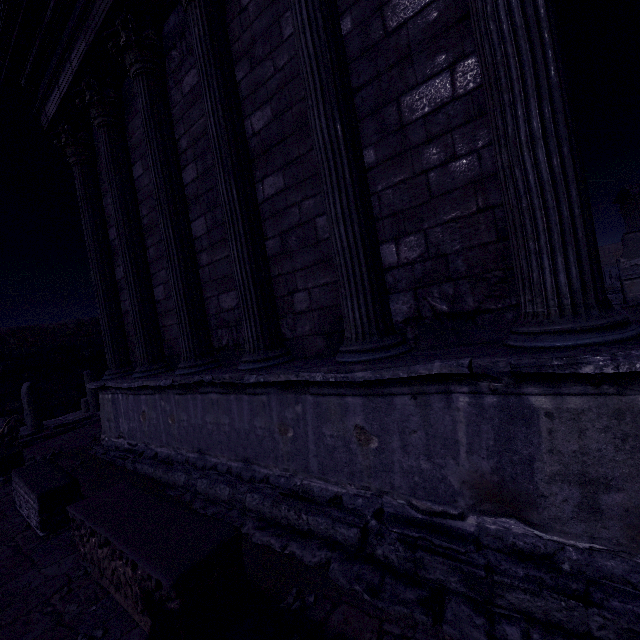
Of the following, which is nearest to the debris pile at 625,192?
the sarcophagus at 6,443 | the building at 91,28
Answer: the building at 91,28

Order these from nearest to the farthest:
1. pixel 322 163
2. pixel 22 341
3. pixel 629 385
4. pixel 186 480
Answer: pixel 629 385 < pixel 322 163 < pixel 186 480 < pixel 22 341

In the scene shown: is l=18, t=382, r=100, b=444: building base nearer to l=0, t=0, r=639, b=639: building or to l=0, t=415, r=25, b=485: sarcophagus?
l=0, t=415, r=25, b=485: sarcophagus

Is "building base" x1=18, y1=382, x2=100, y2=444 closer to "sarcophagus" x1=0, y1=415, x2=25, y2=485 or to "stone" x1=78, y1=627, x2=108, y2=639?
"sarcophagus" x1=0, y1=415, x2=25, y2=485

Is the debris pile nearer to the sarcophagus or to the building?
the building

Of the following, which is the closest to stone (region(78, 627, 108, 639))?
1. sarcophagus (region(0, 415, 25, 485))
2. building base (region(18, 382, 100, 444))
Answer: building base (region(18, 382, 100, 444))

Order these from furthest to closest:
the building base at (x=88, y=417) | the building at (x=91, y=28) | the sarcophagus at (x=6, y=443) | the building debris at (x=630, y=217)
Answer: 1. the building debris at (x=630, y=217)
2. the building base at (x=88, y=417)
3. the sarcophagus at (x=6, y=443)
4. the building at (x=91, y=28)
